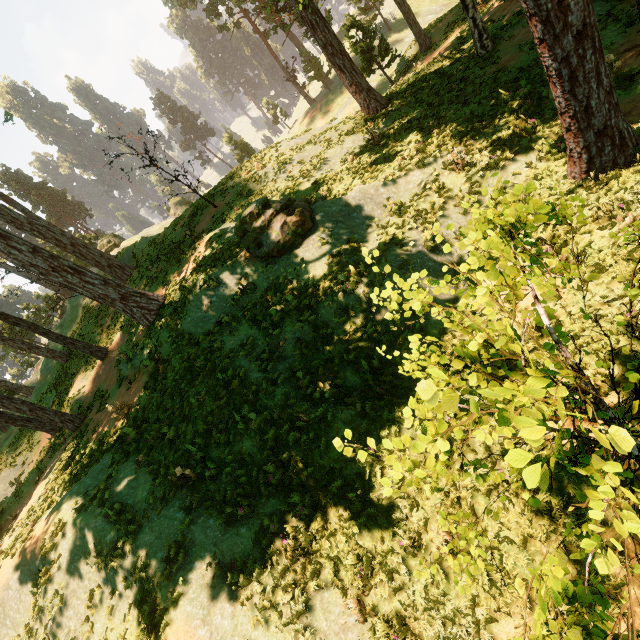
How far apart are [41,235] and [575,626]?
29.1m

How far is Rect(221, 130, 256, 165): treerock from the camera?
47.6 meters

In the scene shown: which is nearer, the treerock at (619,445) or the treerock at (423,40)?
the treerock at (619,445)

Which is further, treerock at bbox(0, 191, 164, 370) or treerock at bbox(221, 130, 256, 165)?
treerock at bbox(221, 130, 256, 165)

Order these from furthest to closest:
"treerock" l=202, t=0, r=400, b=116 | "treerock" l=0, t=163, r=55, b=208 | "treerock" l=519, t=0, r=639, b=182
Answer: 1. "treerock" l=0, t=163, r=55, b=208
2. "treerock" l=202, t=0, r=400, b=116
3. "treerock" l=519, t=0, r=639, b=182

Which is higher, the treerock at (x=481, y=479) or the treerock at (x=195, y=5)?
the treerock at (x=195, y=5)
